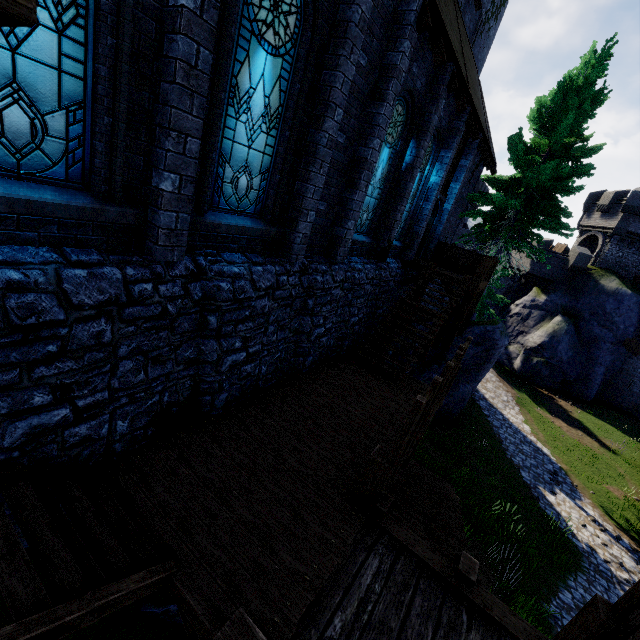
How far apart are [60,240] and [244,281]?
2.7m

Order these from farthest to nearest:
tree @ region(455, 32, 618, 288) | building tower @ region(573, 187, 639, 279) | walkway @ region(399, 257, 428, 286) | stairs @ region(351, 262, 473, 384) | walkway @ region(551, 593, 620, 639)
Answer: building tower @ region(573, 187, 639, 279) → tree @ region(455, 32, 618, 288) → walkway @ region(399, 257, 428, 286) → stairs @ region(351, 262, 473, 384) → walkway @ region(551, 593, 620, 639)

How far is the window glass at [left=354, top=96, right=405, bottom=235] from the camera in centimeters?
883cm

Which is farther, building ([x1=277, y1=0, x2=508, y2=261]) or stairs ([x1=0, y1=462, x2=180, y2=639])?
building ([x1=277, y1=0, x2=508, y2=261])

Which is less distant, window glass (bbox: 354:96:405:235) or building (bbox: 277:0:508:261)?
building (bbox: 277:0:508:261)

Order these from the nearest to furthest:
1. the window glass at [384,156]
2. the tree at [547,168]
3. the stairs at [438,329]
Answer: the window glass at [384,156] < the stairs at [438,329] < the tree at [547,168]

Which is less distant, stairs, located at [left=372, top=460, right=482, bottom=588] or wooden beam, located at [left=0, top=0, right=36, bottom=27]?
wooden beam, located at [left=0, top=0, right=36, bottom=27]

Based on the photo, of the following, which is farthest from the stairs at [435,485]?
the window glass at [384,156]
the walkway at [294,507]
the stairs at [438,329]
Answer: the window glass at [384,156]
